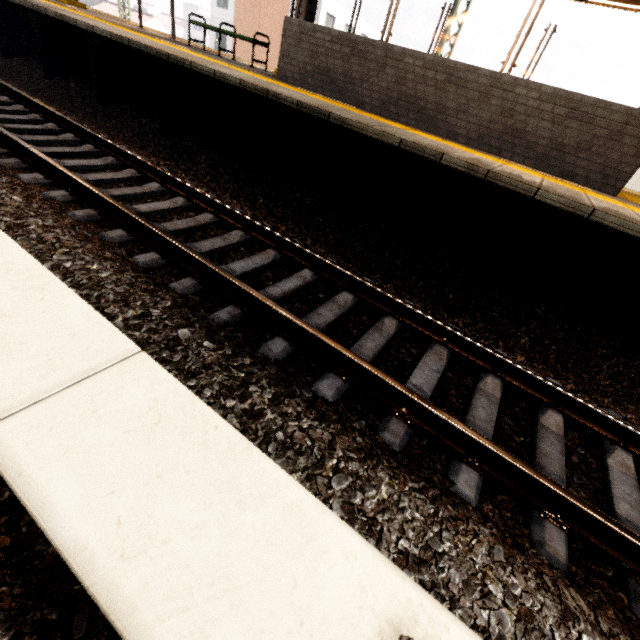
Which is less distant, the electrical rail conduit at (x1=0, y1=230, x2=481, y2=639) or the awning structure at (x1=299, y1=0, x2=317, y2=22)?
the electrical rail conduit at (x1=0, y1=230, x2=481, y2=639)

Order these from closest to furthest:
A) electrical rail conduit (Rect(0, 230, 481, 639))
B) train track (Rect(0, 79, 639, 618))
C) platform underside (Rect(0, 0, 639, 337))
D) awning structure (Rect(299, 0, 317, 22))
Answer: electrical rail conduit (Rect(0, 230, 481, 639)) → train track (Rect(0, 79, 639, 618)) → platform underside (Rect(0, 0, 639, 337)) → awning structure (Rect(299, 0, 317, 22))

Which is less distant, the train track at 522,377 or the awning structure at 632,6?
the train track at 522,377

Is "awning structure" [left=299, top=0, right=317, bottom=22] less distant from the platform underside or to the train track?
the platform underside

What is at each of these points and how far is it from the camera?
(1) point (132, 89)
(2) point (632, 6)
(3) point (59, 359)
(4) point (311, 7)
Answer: (1) platform underside, 6.6 meters
(2) awning structure, 6.4 meters
(3) electrical rail conduit, 1.2 meters
(4) awning structure, 7.1 meters

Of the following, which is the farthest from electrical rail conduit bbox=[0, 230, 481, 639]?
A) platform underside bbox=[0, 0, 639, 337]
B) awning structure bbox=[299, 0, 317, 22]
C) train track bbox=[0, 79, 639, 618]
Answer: awning structure bbox=[299, 0, 317, 22]

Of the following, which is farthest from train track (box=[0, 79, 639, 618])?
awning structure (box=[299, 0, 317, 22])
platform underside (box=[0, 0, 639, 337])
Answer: awning structure (box=[299, 0, 317, 22])
